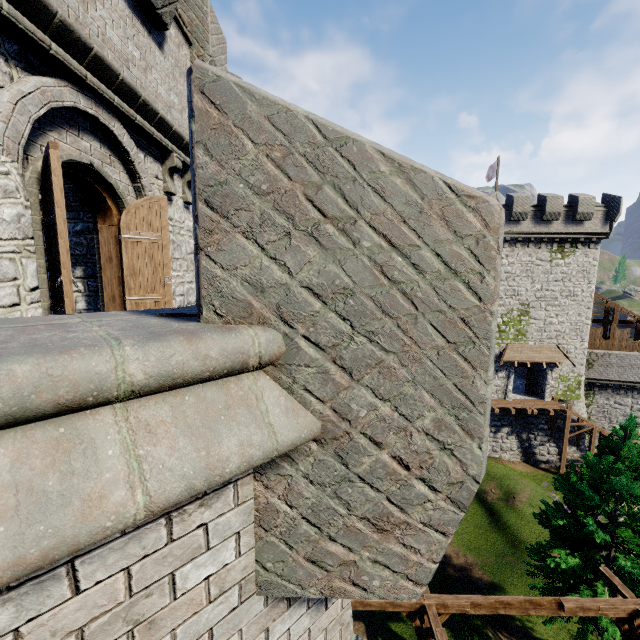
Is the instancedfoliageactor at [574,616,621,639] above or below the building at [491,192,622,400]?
below

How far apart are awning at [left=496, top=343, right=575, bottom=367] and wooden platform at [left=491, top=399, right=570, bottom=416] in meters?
3.1 m

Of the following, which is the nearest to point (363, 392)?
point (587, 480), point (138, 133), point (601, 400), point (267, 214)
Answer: point (267, 214)

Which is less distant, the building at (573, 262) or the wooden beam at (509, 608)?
the wooden beam at (509, 608)

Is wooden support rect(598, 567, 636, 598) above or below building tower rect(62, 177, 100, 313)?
below

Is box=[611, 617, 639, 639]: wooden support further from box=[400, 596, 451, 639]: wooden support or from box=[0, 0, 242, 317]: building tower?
box=[0, 0, 242, 317]: building tower

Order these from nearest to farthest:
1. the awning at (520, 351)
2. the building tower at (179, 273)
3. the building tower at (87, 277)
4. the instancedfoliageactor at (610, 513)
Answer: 1. the building tower at (179, 273)
2. the building tower at (87, 277)
3. the instancedfoliageactor at (610, 513)
4. the awning at (520, 351)

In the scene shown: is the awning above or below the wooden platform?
above
